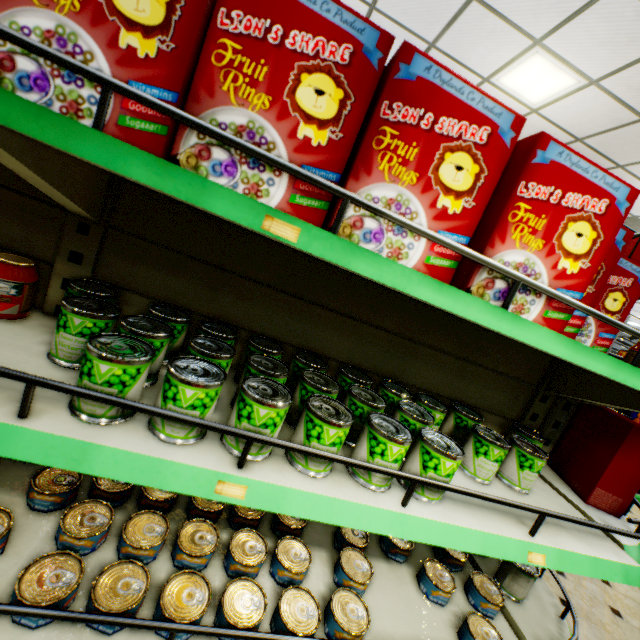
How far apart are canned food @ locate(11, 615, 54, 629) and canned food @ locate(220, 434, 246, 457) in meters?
0.5

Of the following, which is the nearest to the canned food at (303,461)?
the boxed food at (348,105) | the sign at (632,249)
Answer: the boxed food at (348,105)

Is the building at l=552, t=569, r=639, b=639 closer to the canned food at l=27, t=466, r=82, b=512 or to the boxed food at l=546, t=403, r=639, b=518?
the canned food at l=27, t=466, r=82, b=512

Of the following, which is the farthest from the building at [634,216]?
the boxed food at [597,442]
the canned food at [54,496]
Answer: the boxed food at [597,442]

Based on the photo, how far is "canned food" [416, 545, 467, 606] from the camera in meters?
1.3

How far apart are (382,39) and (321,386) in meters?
0.9

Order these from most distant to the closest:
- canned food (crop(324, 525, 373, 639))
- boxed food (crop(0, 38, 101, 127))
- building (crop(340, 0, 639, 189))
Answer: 1. building (crop(340, 0, 639, 189))
2. canned food (crop(324, 525, 373, 639))
3. boxed food (crop(0, 38, 101, 127))

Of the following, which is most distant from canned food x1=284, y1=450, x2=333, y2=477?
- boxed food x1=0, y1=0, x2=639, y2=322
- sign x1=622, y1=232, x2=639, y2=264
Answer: sign x1=622, y1=232, x2=639, y2=264
